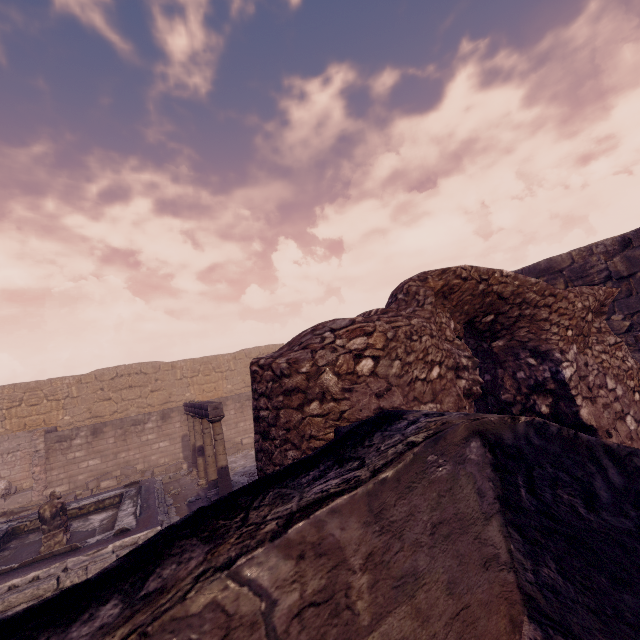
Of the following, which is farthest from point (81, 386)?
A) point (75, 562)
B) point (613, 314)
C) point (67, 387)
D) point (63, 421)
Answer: point (613, 314)

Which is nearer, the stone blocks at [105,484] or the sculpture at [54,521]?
the sculpture at [54,521]

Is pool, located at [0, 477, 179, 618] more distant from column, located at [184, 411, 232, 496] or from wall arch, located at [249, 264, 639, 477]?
wall arch, located at [249, 264, 639, 477]

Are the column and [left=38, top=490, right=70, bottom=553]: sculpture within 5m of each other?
yes

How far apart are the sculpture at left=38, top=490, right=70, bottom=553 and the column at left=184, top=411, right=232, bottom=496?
3.2 meters

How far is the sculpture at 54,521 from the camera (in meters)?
7.74

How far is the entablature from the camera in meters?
7.8 m

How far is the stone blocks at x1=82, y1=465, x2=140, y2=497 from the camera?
12.4 meters
